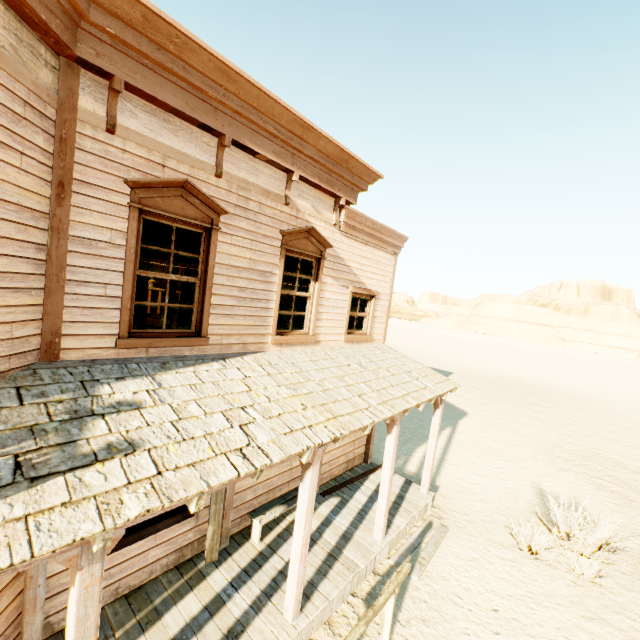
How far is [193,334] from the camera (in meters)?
4.93

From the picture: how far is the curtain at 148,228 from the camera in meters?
4.4 m

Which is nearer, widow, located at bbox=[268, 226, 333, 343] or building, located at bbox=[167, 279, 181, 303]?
widow, located at bbox=[268, 226, 333, 343]

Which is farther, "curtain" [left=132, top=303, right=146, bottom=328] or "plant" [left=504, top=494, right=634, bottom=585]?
"plant" [left=504, top=494, right=634, bottom=585]

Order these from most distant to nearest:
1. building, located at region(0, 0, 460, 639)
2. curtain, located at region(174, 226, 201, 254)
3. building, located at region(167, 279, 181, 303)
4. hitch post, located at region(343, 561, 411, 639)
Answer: building, located at region(167, 279, 181, 303), curtain, located at region(174, 226, 201, 254), hitch post, located at region(343, 561, 411, 639), building, located at region(0, 0, 460, 639)

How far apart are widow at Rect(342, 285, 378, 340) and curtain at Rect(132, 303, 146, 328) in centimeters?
368cm

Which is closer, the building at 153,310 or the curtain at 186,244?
the curtain at 186,244

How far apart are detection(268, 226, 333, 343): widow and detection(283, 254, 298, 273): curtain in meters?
0.0
